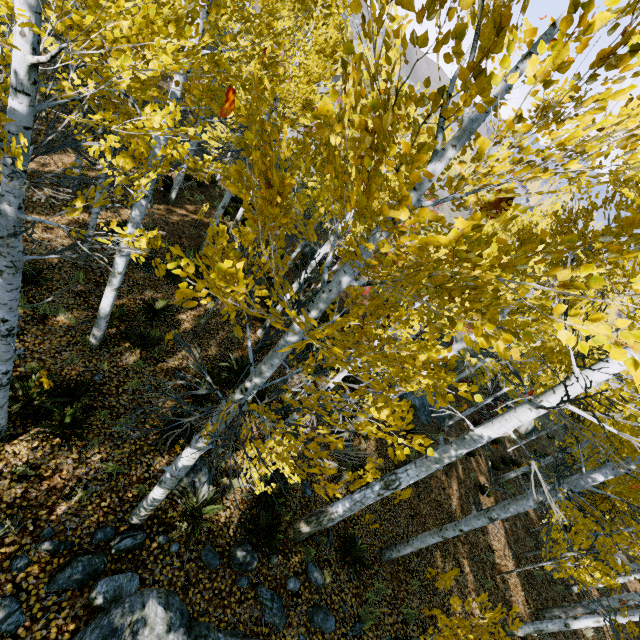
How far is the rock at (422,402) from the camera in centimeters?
1539cm

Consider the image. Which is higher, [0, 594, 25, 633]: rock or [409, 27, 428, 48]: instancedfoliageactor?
[409, 27, 428, 48]: instancedfoliageactor

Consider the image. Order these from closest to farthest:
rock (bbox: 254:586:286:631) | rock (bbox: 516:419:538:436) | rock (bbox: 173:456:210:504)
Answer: rock (bbox: 254:586:286:631), rock (bbox: 173:456:210:504), rock (bbox: 516:419:538:436)

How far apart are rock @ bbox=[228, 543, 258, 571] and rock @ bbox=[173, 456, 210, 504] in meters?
0.9 m

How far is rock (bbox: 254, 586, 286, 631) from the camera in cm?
529

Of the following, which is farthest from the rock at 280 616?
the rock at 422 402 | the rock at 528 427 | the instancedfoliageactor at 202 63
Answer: the rock at 528 427

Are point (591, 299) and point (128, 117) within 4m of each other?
no

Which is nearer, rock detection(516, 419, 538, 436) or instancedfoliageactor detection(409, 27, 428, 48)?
instancedfoliageactor detection(409, 27, 428, 48)
